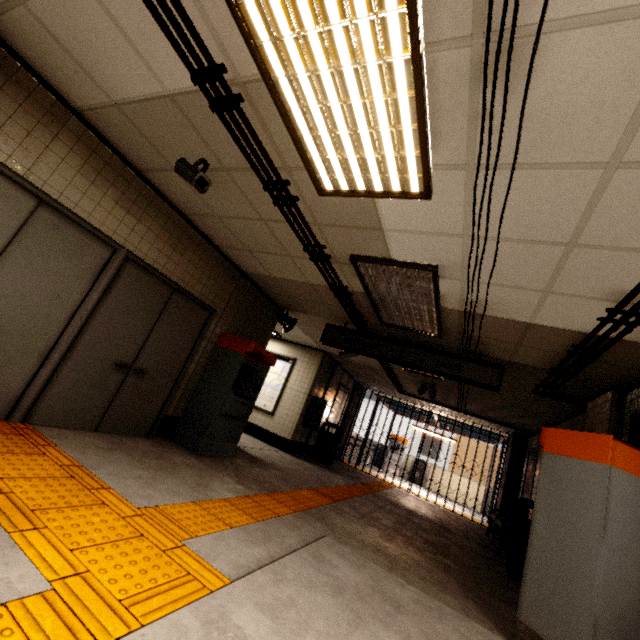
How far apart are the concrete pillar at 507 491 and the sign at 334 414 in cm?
535

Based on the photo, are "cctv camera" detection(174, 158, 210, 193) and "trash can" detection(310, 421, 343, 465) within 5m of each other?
no

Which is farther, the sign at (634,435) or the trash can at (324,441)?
the trash can at (324,441)

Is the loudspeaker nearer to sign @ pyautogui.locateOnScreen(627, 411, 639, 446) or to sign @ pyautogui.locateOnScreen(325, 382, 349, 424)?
sign @ pyautogui.locateOnScreen(325, 382, 349, 424)

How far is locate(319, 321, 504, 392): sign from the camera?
4.9m

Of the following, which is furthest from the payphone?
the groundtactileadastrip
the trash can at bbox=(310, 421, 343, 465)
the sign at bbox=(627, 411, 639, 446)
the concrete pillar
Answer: the sign at bbox=(627, 411, 639, 446)

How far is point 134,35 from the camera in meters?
2.2 m

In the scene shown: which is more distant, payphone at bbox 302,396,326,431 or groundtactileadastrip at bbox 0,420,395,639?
payphone at bbox 302,396,326,431
